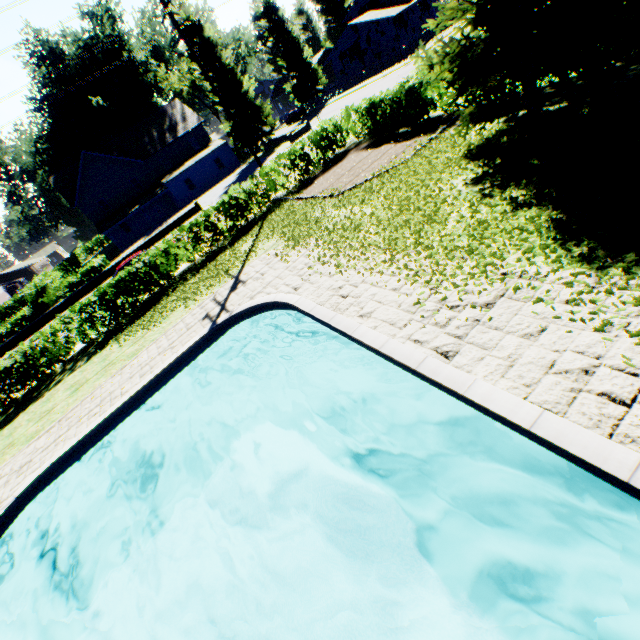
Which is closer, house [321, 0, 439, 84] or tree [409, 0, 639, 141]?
tree [409, 0, 639, 141]

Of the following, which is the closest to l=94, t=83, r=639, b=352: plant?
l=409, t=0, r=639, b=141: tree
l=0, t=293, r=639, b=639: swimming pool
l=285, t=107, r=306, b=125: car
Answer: l=285, t=107, r=306, b=125: car

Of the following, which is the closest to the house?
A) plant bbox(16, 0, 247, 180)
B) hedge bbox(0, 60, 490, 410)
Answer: plant bbox(16, 0, 247, 180)

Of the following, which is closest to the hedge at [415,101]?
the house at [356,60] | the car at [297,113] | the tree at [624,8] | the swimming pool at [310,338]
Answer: the tree at [624,8]

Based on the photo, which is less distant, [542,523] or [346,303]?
[542,523]

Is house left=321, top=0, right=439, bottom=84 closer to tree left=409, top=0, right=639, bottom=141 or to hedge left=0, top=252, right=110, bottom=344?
hedge left=0, top=252, right=110, bottom=344

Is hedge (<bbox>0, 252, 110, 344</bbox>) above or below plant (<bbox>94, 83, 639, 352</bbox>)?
above

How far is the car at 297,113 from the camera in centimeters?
5139cm
